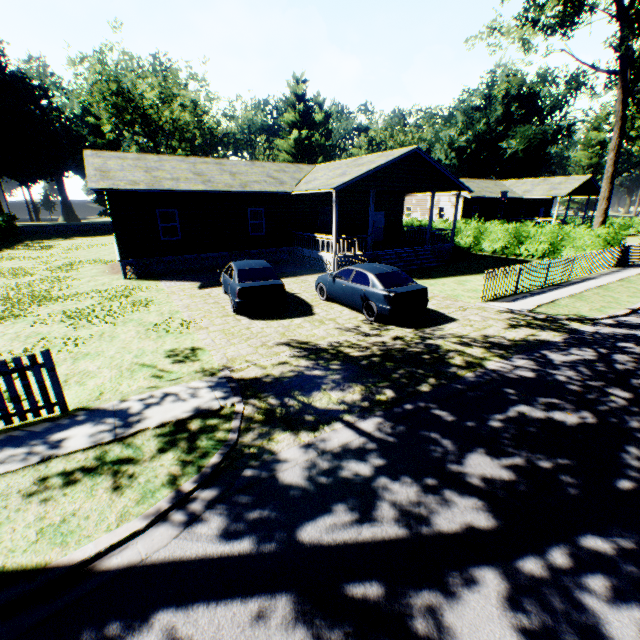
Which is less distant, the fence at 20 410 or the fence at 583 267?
the fence at 20 410

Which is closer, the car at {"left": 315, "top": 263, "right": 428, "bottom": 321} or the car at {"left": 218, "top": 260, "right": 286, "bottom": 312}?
the car at {"left": 315, "top": 263, "right": 428, "bottom": 321}

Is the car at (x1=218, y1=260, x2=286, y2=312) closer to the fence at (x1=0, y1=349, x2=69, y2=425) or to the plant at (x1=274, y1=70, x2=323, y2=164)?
the fence at (x1=0, y1=349, x2=69, y2=425)

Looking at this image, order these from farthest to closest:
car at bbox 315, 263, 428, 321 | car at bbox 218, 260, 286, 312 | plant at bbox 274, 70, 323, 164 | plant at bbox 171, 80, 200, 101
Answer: plant at bbox 274, 70, 323, 164, plant at bbox 171, 80, 200, 101, car at bbox 218, 260, 286, 312, car at bbox 315, 263, 428, 321

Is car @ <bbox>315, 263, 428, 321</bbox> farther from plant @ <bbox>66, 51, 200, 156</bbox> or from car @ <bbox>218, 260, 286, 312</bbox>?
plant @ <bbox>66, 51, 200, 156</bbox>

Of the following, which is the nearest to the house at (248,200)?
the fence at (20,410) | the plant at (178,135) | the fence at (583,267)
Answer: the fence at (583,267)

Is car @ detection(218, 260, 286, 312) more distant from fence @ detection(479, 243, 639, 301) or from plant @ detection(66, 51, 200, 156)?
plant @ detection(66, 51, 200, 156)

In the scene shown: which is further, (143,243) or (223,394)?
(143,243)
